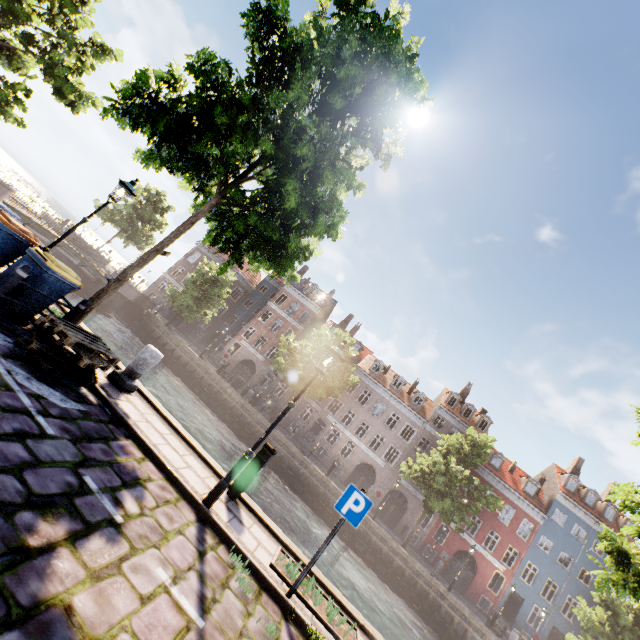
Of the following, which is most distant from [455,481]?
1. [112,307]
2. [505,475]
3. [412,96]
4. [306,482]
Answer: [112,307]

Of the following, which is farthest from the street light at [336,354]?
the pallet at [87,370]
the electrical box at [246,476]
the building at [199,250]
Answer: the building at [199,250]

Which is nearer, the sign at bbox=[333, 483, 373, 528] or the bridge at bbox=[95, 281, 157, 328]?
the sign at bbox=[333, 483, 373, 528]

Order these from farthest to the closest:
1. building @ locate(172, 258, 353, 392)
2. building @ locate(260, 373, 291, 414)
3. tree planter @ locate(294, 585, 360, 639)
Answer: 1. building @ locate(172, 258, 353, 392)
2. building @ locate(260, 373, 291, 414)
3. tree planter @ locate(294, 585, 360, 639)

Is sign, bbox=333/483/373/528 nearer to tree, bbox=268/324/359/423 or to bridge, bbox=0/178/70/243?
tree, bbox=268/324/359/423

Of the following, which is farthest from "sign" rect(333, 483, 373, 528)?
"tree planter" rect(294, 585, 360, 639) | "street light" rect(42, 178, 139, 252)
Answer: "street light" rect(42, 178, 139, 252)

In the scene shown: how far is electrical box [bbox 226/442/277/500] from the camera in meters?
6.8 m

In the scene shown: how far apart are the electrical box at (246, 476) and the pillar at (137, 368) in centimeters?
320cm
